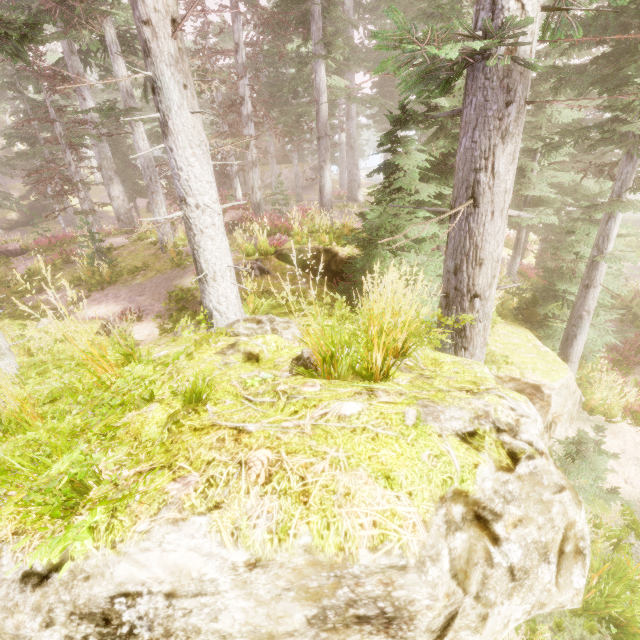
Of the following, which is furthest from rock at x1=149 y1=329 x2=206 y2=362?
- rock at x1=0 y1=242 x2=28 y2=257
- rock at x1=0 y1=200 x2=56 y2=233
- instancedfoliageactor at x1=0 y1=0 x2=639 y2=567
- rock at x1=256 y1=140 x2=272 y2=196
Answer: rock at x1=0 y1=200 x2=56 y2=233

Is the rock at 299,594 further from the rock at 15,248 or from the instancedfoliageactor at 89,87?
the rock at 15,248

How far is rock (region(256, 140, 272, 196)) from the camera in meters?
38.4 m

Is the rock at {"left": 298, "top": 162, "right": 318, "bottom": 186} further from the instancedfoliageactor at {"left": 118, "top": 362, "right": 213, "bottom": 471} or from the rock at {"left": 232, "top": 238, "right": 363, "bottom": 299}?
the rock at {"left": 232, "top": 238, "right": 363, "bottom": 299}

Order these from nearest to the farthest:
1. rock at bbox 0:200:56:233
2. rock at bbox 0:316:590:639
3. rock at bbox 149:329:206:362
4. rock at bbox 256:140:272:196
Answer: rock at bbox 0:316:590:639 → rock at bbox 149:329:206:362 → rock at bbox 0:200:56:233 → rock at bbox 256:140:272:196

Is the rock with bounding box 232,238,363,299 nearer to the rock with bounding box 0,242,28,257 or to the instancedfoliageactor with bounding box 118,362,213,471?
the instancedfoliageactor with bounding box 118,362,213,471

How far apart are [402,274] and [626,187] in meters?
6.5

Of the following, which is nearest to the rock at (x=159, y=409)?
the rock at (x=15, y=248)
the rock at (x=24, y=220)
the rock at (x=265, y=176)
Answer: the rock at (x=15, y=248)
